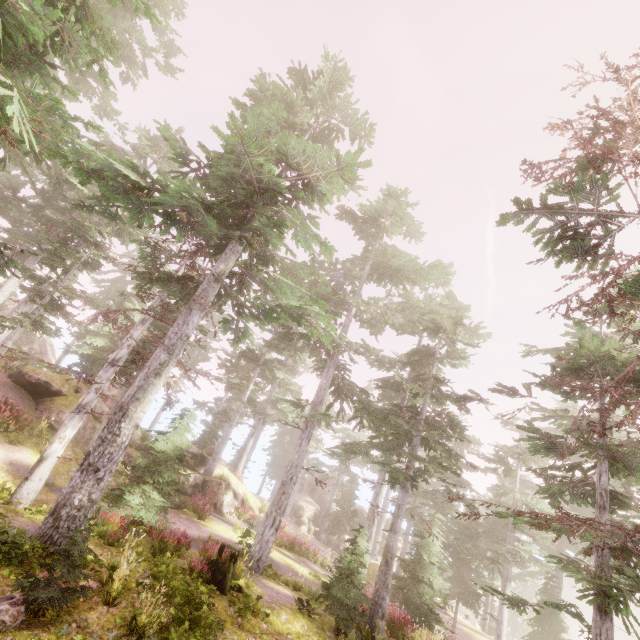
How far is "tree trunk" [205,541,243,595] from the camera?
10.4m

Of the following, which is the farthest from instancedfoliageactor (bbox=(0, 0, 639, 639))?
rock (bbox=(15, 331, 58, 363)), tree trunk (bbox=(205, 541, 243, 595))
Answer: tree trunk (bbox=(205, 541, 243, 595))

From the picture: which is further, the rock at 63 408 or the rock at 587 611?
the rock at 587 611

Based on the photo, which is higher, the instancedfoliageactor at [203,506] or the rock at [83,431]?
the rock at [83,431]

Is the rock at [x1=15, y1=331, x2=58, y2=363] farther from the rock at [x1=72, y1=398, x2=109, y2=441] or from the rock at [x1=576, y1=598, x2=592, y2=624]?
the rock at [x1=576, y1=598, x2=592, y2=624]

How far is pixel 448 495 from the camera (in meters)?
29.41

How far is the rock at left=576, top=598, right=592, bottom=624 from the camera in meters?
57.3

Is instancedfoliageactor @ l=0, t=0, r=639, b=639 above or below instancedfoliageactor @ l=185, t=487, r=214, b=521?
above
